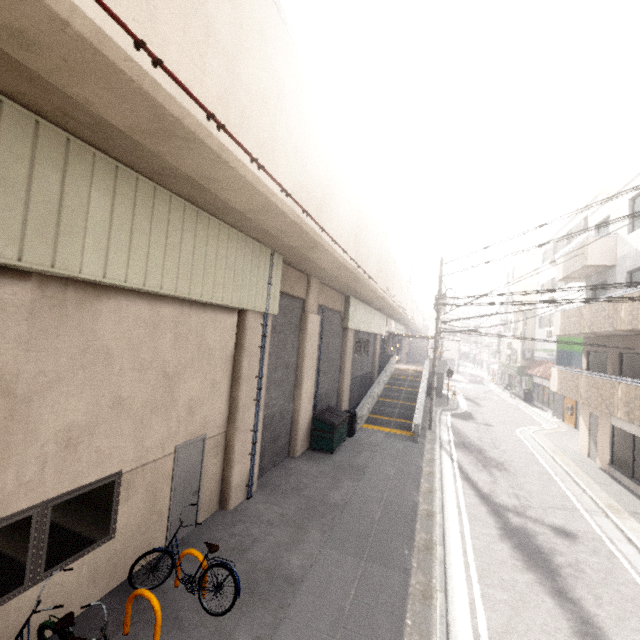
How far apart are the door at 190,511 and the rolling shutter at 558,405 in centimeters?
2531cm

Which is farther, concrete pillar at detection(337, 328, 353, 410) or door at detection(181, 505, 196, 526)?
concrete pillar at detection(337, 328, 353, 410)

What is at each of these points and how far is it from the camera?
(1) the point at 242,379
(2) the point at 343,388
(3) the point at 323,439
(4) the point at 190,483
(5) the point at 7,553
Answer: (1) concrete pillar, 8.41m
(2) concrete pillar, 17.97m
(3) dumpster, 12.70m
(4) door, 7.21m
(5) window, 4.12m

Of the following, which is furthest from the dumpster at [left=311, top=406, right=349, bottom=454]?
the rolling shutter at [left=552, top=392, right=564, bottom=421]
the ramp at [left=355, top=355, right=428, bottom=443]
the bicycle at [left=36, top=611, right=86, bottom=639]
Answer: the rolling shutter at [left=552, top=392, right=564, bottom=421]

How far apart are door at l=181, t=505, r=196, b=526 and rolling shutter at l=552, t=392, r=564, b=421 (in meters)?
25.31

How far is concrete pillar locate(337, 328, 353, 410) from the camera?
18.0m

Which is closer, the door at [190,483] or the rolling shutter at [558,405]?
the door at [190,483]

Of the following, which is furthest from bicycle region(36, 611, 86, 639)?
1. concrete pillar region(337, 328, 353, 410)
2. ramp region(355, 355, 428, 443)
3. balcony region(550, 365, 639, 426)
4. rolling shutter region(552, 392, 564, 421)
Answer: rolling shutter region(552, 392, 564, 421)
